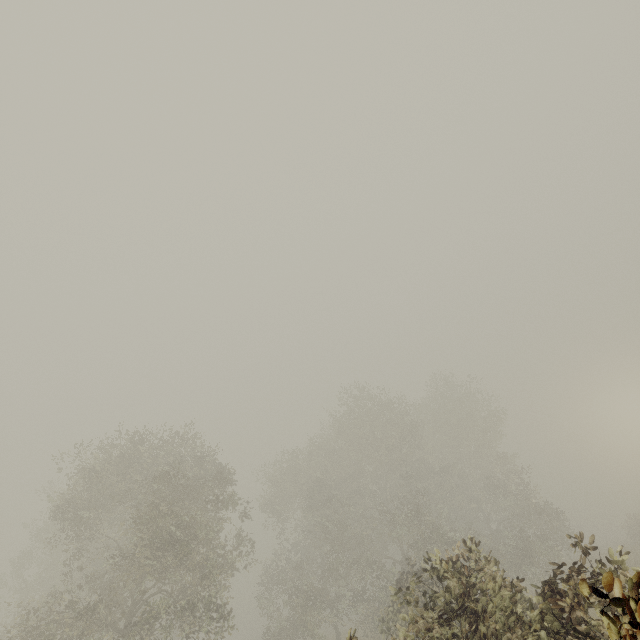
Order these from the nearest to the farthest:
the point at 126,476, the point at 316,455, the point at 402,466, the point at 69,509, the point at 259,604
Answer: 1. the point at 69,509
2. the point at 126,476
3. the point at 259,604
4. the point at 402,466
5. the point at 316,455

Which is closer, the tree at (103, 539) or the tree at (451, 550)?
the tree at (451, 550)

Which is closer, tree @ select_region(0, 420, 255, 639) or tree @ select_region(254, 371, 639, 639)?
tree @ select_region(254, 371, 639, 639)
